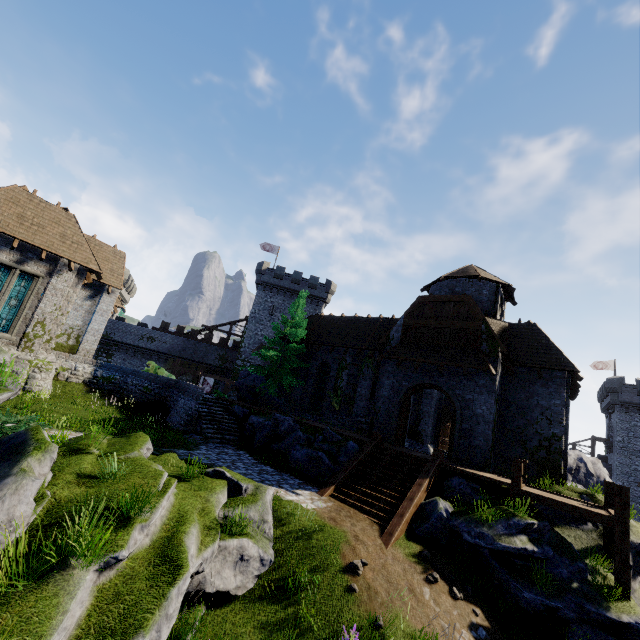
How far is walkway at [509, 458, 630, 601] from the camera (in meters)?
10.10

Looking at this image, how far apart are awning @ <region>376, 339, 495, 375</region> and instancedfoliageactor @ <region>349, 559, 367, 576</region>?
10.2m

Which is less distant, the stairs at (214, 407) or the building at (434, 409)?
Result: the stairs at (214, 407)

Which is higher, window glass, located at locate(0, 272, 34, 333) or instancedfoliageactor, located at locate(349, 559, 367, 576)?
window glass, located at locate(0, 272, 34, 333)

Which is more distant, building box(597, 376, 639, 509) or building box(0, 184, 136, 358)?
building box(597, 376, 639, 509)

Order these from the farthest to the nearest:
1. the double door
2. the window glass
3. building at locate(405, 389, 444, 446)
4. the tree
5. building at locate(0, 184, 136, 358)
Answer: building at locate(405, 389, 444, 446) → the tree → building at locate(0, 184, 136, 358) → the window glass → the double door

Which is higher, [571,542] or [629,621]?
[571,542]

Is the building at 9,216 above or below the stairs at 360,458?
above
